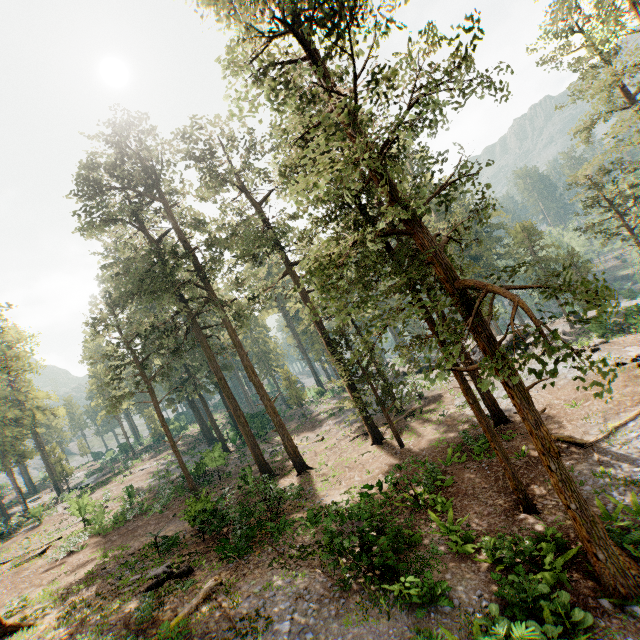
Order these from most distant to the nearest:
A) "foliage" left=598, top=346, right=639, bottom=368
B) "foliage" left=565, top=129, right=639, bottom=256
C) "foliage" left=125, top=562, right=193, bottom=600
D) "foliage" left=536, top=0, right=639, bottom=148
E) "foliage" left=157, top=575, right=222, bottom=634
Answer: "foliage" left=565, top=129, right=639, bottom=256 → "foliage" left=536, top=0, right=639, bottom=148 → "foliage" left=125, top=562, right=193, bottom=600 → "foliage" left=157, top=575, right=222, bottom=634 → "foliage" left=598, top=346, right=639, bottom=368

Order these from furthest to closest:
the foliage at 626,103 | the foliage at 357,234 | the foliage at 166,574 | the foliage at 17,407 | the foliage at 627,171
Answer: the foliage at 627,171
the foliage at 626,103
the foliage at 17,407
the foliage at 166,574
the foliage at 357,234

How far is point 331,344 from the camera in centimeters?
2509cm

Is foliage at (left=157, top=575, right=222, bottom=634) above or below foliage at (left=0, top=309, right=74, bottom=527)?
below

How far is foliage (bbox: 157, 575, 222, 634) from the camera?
10.14m

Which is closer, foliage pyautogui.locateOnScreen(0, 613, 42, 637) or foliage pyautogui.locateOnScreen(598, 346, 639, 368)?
foliage pyautogui.locateOnScreen(598, 346, 639, 368)

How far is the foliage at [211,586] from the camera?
10.1 meters
